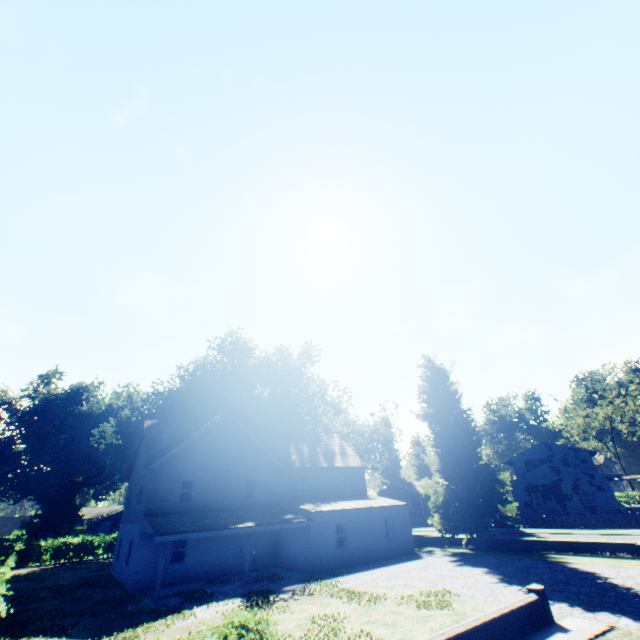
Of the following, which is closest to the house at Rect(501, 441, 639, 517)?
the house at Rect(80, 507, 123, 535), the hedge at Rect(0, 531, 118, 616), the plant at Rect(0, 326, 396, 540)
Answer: the hedge at Rect(0, 531, 118, 616)

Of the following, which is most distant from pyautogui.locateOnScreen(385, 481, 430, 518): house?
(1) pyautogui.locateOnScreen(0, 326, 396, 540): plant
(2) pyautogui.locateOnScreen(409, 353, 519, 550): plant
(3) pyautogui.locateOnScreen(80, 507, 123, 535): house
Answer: (1) pyautogui.locateOnScreen(0, 326, 396, 540): plant

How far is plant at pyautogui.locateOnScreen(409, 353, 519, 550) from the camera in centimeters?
2428cm

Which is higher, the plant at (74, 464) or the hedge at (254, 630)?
the plant at (74, 464)

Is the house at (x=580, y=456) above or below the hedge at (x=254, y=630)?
above

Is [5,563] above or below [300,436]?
below

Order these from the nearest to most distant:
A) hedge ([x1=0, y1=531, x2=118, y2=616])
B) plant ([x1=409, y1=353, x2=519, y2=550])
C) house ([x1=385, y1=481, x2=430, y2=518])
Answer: hedge ([x1=0, y1=531, x2=118, y2=616]) < plant ([x1=409, y1=353, x2=519, y2=550]) < house ([x1=385, y1=481, x2=430, y2=518])

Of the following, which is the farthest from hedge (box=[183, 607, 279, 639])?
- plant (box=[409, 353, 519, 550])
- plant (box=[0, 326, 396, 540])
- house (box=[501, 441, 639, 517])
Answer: house (box=[501, 441, 639, 517])
